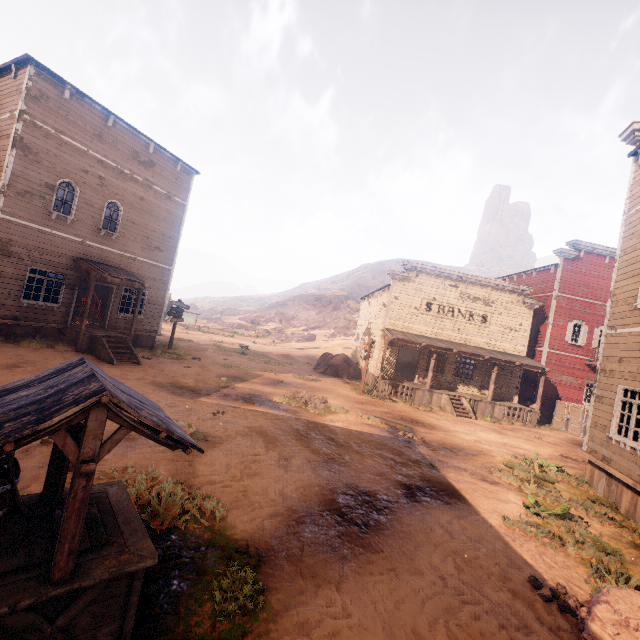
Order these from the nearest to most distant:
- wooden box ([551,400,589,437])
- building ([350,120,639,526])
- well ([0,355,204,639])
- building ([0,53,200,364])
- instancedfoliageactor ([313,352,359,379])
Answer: well ([0,355,204,639])
building ([350,120,639,526])
building ([0,53,200,364])
wooden box ([551,400,589,437])
instancedfoliageactor ([313,352,359,379])

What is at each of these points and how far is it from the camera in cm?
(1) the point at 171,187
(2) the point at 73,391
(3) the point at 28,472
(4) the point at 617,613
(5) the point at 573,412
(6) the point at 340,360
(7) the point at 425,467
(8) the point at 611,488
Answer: (1) building, 1834
(2) well, 268
(3) z, 501
(4) instancedfoliageactor, 419
(5) wooden box, 2014
(6) instancedfoliageactor, 2462
(7) z, 905
(8) building, 914

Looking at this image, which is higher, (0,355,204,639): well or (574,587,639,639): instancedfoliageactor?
(0,355,204,639): well

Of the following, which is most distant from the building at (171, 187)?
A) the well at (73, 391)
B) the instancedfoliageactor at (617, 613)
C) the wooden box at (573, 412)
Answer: the well at (73, 391)

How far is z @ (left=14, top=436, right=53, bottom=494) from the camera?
4.7m

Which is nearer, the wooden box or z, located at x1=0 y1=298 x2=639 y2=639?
z, located at x1=0 y1=298 x2=639 y2=639

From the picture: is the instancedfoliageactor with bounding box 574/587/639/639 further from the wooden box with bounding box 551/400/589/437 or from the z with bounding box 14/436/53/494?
the wooden box with bounding box 551/400/589/437

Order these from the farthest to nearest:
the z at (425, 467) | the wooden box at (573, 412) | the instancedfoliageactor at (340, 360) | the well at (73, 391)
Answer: the instancedfoliageactor at (340, 360) < the wooden box at (573, 412) < the z at (425, 467) < the well at (73, 391)
